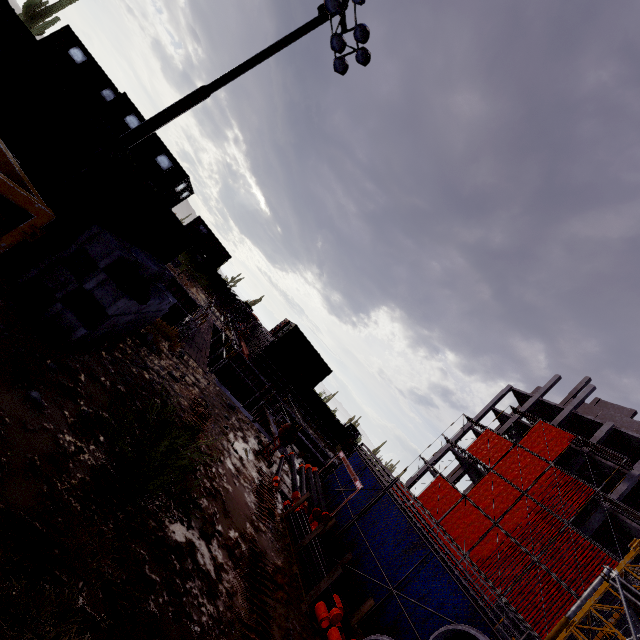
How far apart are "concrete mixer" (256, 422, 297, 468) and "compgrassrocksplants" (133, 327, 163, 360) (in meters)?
4.09

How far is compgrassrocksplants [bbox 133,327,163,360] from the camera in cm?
771

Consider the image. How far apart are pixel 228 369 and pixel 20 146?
20.9m

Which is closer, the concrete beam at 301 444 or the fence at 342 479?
the fence at 342 479

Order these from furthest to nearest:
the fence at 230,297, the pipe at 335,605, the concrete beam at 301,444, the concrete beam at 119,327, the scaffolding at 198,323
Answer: the fence at 230,297 < the concrete beam at 301,444 < the scaffolding at 198,323 < the pipe at 335,605 < the concrete beam at 119,327

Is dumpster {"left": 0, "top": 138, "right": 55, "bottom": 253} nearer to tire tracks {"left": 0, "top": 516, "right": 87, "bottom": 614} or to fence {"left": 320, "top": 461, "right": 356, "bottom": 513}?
tire tracks {"left": 0, "top": 516, "right": 87, "bottom": 614}

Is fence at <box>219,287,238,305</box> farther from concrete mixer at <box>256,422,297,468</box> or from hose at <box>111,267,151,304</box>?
hose at <box>111,267,151,304</box>

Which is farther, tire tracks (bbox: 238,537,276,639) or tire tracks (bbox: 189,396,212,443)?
tire tracks (bbox: 189,396,212,443)
